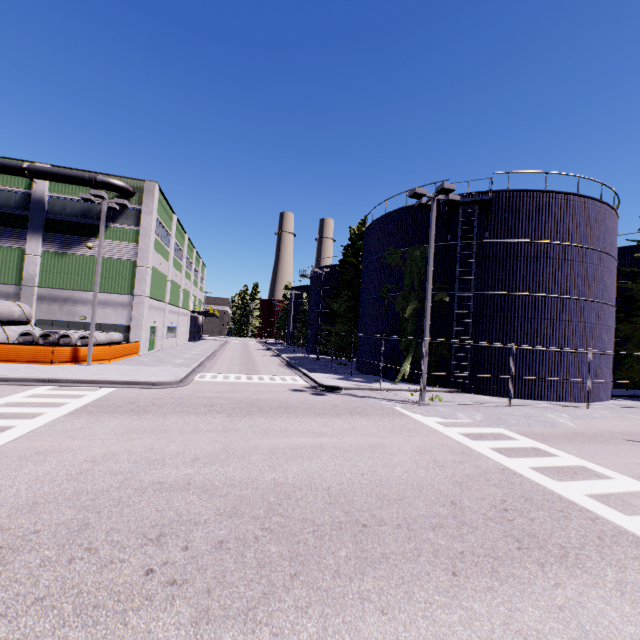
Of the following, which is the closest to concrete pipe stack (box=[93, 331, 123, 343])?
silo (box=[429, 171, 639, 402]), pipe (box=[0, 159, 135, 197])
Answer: silo (box=[429, 171, 639, 402])

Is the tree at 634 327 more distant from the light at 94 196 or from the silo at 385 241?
the light at 94 196

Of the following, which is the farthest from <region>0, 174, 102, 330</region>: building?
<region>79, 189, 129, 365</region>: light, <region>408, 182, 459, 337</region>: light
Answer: <region>408, 182, 459, 337</region>: light

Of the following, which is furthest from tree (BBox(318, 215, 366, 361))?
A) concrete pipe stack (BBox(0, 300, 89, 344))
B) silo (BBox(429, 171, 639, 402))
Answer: concrete pipe stack (BBox(0, 300, 89, 344))

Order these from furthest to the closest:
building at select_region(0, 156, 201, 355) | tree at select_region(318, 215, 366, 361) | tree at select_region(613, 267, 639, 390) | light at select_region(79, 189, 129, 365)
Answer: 1. tree at select_region(318, 215, 366, 361)
2. building at select_region(0, 156, 201, 355)
3. tree at select_region(613, 267, 639, 390)
4. light at select_region(79, 189, 129, 365)

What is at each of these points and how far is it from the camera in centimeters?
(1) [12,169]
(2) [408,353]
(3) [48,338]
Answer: (1) pipe, 2411cm
(2) tree, 2122cm
(3) concrete pipe stack, 2159cm

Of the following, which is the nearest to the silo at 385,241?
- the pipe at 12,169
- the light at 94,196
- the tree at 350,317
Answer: the tree at 350,317

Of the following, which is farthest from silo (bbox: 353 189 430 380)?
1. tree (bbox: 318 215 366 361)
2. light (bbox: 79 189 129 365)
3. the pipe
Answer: the pipe
